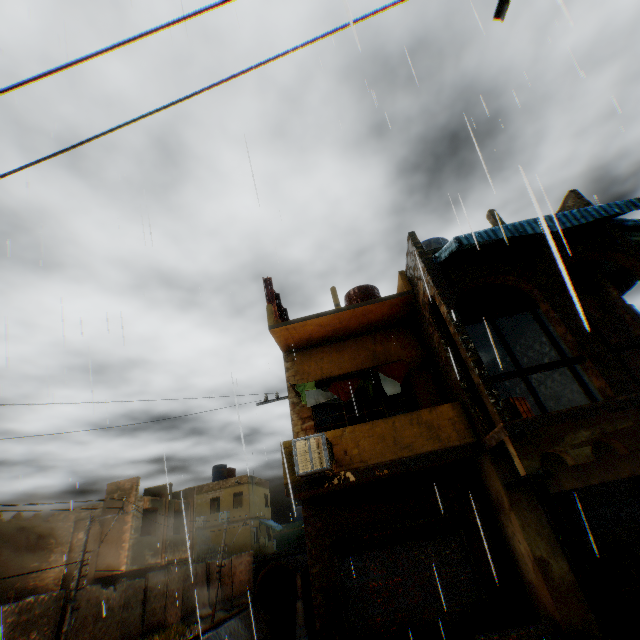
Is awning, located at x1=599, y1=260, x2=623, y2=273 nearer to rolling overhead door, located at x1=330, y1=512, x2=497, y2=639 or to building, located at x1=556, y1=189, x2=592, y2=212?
building, located at x1=556, y1=189, x2=592, y2=212

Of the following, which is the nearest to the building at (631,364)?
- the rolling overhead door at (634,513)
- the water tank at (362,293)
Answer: the rolling overhead door at (634,513)

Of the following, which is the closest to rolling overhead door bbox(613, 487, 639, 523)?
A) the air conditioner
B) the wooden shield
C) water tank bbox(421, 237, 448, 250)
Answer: the air conditioner

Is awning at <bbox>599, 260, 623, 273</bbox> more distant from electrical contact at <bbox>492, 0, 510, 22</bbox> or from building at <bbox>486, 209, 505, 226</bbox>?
electrical contact at <bbox>492, 0, 510, 22</bbox>

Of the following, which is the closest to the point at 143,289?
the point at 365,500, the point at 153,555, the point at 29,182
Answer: the point at 29,182

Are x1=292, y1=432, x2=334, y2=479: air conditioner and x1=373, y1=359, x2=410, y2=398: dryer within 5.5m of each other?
yes

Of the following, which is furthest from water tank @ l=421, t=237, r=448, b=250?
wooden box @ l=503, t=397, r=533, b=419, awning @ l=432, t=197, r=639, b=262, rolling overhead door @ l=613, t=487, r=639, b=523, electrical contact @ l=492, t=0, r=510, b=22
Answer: electrical contact @ l=492, t=0, r=510, b=22
